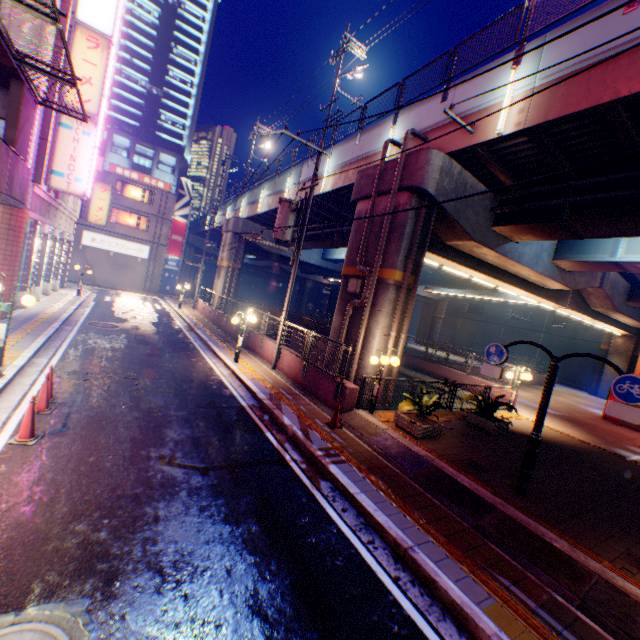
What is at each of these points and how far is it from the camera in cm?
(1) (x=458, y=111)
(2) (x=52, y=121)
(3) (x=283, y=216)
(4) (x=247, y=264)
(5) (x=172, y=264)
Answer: (1) overpass support, 1079
(2) concrete block, 1286
(3) electric pole, 1299
(4) overpass support, 5822
(5) billboard, 3916

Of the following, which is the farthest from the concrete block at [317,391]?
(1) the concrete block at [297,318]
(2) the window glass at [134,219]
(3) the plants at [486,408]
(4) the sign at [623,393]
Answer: (2) the window glass at [134,219]

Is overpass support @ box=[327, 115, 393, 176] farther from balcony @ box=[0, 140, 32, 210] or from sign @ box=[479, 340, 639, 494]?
balcony @ box=[0, 140, 32, 210]

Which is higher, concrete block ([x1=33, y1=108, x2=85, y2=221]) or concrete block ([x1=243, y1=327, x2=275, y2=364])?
concrete block ([x1=33, y1=108, x2=85, y2=221])

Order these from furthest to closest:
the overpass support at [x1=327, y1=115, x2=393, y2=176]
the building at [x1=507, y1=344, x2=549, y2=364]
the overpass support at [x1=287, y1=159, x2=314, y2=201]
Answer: the building at [x1=507, y1=344, x2=549, y2=364] < the overpass support at [x1=287, y1=159, x2=314, y2=201] < the overpass support at [x1=327, y1=115, x2=393, y2=176]

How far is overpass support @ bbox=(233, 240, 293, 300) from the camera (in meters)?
30.77

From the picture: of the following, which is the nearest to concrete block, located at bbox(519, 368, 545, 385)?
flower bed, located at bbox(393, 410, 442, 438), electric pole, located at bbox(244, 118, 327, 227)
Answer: flower bed, located at bbox(393, 410, 442, 438)

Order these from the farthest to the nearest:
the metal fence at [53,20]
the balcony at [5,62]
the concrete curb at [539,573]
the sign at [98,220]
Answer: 1. the sign at [98,220]
2. the balcony at [5,62]
3. the metal fence at [53,20]
4. the concrete curb at [539,573]
